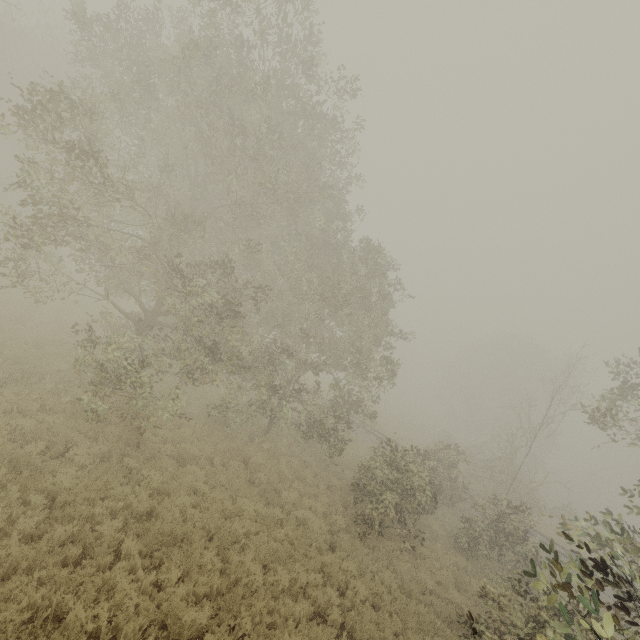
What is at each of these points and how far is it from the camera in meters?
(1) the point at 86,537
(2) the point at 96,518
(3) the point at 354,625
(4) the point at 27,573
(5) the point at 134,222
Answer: (1) tree, 7.2 m
(2) tree, 7.8 m
(3) tree, 8.4 m
(4) tree, 6.2 m
(5) tree, 21.6 m

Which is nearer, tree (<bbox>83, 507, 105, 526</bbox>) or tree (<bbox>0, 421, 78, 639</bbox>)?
tree (<bbox>0, 421, 78, 639</bbox>)

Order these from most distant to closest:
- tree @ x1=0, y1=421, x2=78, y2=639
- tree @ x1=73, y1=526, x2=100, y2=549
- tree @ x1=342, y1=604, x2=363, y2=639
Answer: tree @ x1=342, y1=604, x2=363, y2=639
tree @ x1=73, y1=526, x2=100, y2=549
tree @ x1=0, y1=421, x2=78, y2=639

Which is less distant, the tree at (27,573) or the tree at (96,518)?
the tree at (27,573)

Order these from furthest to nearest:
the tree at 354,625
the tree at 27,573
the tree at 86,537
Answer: the tree at 354,625
the tree at 86,537
the tree at 27,573

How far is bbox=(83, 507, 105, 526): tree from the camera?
7.6m
